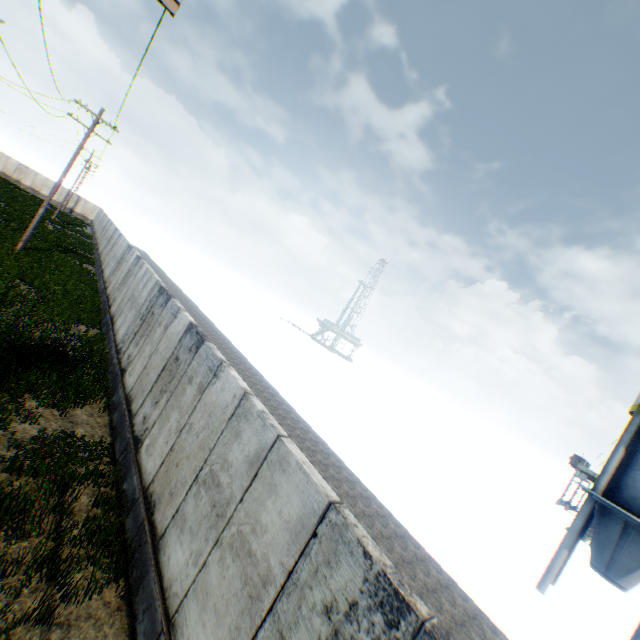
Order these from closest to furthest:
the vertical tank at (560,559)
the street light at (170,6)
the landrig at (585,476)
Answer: the street light at (170,6) < the vertical tank at (560,559) < the landrig at (585,476)

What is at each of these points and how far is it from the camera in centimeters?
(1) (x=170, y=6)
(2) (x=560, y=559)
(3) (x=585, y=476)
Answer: (1) street light, 324cm
(2) vertical tank, 1466cm
(3) landrig, 4938cm

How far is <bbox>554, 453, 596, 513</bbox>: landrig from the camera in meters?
48.5

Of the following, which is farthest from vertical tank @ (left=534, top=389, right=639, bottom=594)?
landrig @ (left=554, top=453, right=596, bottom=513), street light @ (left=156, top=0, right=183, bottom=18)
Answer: landrig @ (left=554, top=453, right=596, bottom=513)

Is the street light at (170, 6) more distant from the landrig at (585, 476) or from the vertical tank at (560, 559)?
the landrig at (585, 476)

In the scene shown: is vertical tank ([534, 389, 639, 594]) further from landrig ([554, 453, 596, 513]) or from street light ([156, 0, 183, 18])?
landrig ([554, 453, 596, 513])

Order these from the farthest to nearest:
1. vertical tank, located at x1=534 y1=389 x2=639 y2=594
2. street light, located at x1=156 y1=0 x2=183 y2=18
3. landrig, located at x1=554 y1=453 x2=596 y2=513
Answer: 1. landrig, located at x1=554 y1=453 x2=596 y2=513
2. vertical tank, located at x1=534 y1=389 x2=639 y2=594
3. street light, located at x1=156 y1=0 x2=183 y2=18
